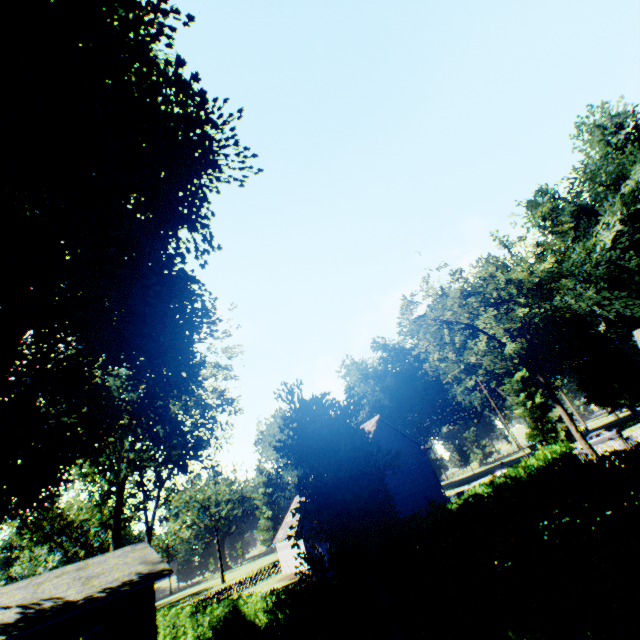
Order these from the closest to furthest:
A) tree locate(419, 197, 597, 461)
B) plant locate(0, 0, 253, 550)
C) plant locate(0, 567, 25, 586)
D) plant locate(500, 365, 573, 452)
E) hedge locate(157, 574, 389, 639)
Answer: plant locate(0, 0, 253, 550)
hedge locate(157, 574, 389, 639)
tree locate(419, 197, 597, 461)
plant locate(500, 365, 573, 452)
plant locate(0, 567, 25, 586)

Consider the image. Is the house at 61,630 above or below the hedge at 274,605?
above

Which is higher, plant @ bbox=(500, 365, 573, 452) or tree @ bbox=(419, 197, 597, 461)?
tree @ bbox=(419, 197, 597, 461)

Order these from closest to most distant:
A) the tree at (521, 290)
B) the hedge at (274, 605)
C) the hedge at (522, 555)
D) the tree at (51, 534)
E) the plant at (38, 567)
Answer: the hedge at (522, 555), the hedge at (274, 605), the tree at (521, 290), the tree at (51, 534), the plant at (38, 567)

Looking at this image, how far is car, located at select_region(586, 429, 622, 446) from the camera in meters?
36.6

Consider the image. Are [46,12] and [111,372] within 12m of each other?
no

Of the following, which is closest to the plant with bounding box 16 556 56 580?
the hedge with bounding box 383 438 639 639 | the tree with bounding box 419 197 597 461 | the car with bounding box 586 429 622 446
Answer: the hedge with bounding box 383 438 639 639

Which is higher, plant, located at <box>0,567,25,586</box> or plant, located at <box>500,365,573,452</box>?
plant, located at <box>0,567,25,586</box>
